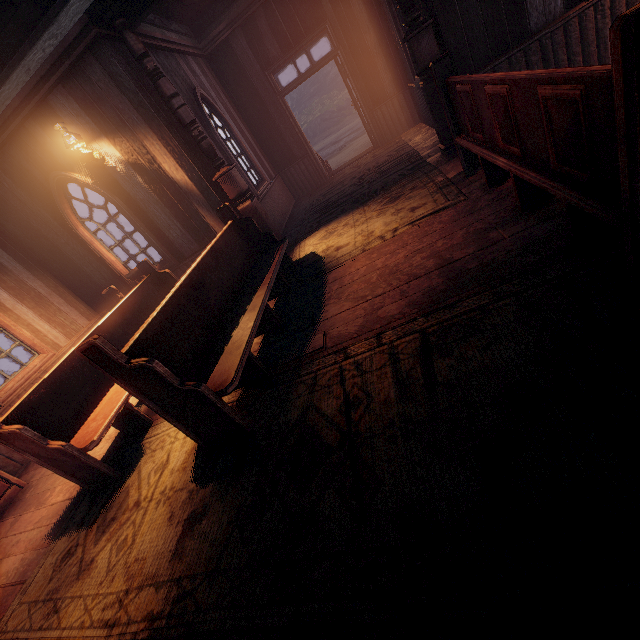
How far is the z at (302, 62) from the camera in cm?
3568

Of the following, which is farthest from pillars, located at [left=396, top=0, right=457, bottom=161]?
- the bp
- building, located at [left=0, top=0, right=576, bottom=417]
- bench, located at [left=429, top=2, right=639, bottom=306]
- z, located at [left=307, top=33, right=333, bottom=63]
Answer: the bp

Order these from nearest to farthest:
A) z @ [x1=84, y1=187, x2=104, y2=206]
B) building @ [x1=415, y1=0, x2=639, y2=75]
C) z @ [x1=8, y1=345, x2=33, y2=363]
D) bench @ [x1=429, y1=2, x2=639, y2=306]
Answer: bench @ [x1=429, y1=2, x2=639, y2=306]
building @ [x1=415, y1=0, x2=639, y2=75]
z @ [x1=8, y1=345, x2=33, y2=363]
z @ [x1=84, y1=187, x2=104, y2=206]

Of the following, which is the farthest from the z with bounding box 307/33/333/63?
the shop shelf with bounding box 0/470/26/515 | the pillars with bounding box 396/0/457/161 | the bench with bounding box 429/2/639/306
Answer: the shop shelf with bounding box 0/470/26/515

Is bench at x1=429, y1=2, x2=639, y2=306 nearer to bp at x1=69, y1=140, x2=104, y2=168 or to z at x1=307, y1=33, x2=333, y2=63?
z at x1=307, y1=33, x2=333, y2=63

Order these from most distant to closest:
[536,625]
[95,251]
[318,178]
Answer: →
1. [318,178]
2. [95,251]
3. [536,625]

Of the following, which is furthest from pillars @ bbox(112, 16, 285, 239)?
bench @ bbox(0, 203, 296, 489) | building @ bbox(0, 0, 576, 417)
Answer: bench @ bbox(0, 203, 296, 489)

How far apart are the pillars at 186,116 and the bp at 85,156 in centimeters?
139cm
